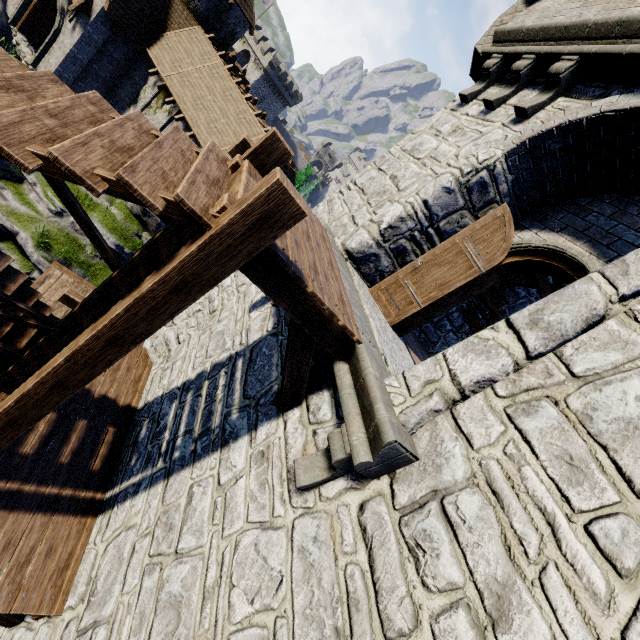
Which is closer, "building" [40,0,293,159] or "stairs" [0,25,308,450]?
"stairs" [0,25,308,450]

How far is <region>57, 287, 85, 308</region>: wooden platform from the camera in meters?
7.7

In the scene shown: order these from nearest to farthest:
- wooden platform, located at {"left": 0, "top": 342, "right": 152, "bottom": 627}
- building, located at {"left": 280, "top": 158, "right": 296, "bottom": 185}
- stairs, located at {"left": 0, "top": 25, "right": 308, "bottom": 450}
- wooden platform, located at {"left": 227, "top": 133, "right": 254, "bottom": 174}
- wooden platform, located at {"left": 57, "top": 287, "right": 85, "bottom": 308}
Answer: stairs, located at {"left": 0, "top": 25, "right": 308, "bottom": 450}, wooden platform, located at {"left": 227, "top": 133, "right": 254, "bottom": 174}, wooden platform, located at {"left": 0, "top": 342, "right": 152, "bottom": 627}, wooden platform, located at {"left": 57, "top": 287, "right": 85, "bottom": 308}, building, located at {"left": 280, "top": 158, "right": 296, "bottom": 185}

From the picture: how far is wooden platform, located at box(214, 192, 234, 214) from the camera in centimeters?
251cm

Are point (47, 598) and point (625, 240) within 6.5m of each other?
no

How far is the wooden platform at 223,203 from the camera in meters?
2.5 m

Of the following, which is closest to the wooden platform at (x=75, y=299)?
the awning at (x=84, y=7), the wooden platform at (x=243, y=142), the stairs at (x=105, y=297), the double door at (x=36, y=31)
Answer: the stairs at (x=105, y=297)
